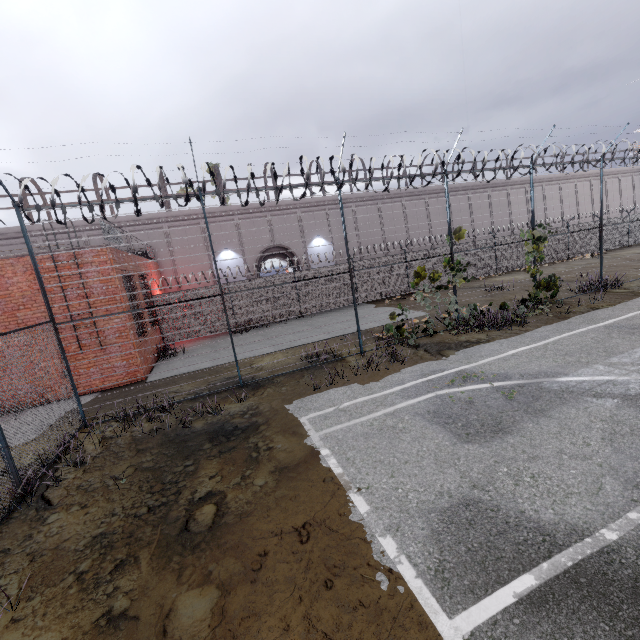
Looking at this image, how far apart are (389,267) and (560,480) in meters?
18.6 m

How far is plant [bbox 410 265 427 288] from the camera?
10.8 meters

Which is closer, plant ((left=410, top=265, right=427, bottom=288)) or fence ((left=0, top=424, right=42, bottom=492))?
fence ((left=0, top=424, right=42, bottom=492))

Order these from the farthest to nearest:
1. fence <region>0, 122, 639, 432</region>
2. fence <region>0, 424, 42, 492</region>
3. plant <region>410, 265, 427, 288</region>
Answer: plant <region>410, 265, 427, 288</region> < fence <region>0, 122, 639, 432</region> < fence <region>0, 424, 42, 492</region>

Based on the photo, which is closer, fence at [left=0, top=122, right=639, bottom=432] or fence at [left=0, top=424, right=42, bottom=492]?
fence at [left=0, top=424, right=42, bottom=492]

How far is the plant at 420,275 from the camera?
10.82m

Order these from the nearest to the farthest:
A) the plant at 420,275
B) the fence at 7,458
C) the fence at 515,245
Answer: the fence at 7,458, the fence at 515,245, the plant at 420,275
